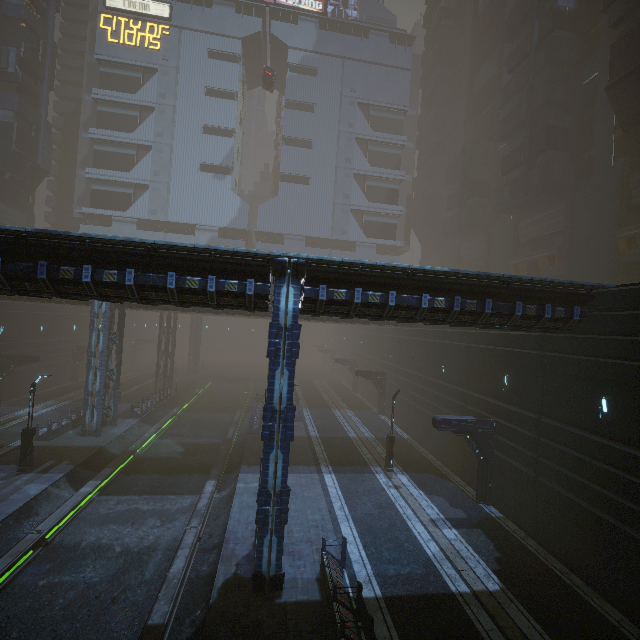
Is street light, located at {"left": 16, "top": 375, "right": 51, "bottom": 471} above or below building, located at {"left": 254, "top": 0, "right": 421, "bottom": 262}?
below

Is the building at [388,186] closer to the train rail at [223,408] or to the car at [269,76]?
the train rail at [223,408]

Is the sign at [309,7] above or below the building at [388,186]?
above

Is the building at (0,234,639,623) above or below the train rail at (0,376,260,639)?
above

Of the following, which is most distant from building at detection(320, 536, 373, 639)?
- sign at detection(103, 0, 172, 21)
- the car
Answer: the car

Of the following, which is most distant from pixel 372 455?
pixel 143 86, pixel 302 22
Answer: pixel 302 22

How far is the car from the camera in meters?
43.0

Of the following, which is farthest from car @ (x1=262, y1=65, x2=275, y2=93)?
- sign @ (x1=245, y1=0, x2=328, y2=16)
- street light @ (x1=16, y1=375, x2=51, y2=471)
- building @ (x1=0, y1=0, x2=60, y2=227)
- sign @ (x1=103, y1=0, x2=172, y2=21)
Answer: street light @ (x1=16, y1=375, x2=51, y2=471)
